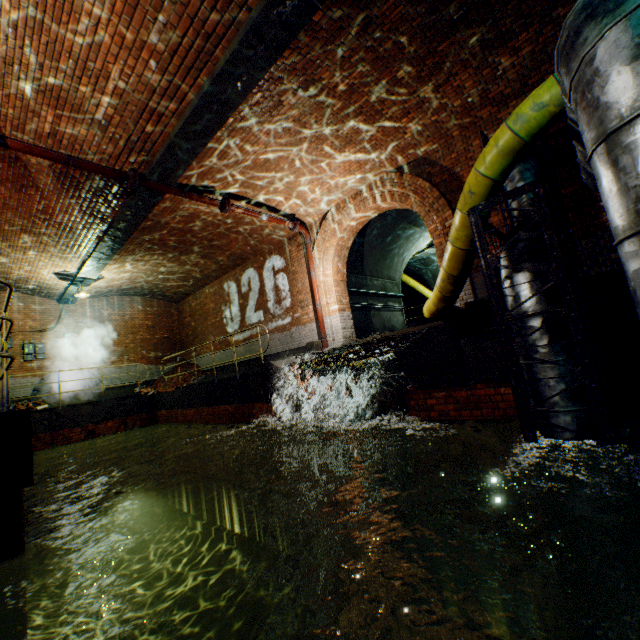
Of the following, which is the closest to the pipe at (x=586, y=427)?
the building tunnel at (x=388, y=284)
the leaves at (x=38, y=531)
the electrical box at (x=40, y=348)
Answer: the building tunnel at (x=388, y=284)

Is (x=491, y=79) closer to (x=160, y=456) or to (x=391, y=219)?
(x=391, y=219)

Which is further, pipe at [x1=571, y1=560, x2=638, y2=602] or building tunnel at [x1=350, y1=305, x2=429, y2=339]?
building tunnel at [x1=350, y1=305, x2=429, y2=339]

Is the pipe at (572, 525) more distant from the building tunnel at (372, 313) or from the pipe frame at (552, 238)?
the building tunnel at (372, 313)

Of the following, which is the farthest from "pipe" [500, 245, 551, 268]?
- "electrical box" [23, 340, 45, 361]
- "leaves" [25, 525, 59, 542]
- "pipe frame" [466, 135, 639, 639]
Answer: "electrical box" [23, 340, 45, 361]

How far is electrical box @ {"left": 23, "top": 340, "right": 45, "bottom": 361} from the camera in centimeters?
1210cm

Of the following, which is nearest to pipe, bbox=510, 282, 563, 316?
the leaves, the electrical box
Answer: the leaves

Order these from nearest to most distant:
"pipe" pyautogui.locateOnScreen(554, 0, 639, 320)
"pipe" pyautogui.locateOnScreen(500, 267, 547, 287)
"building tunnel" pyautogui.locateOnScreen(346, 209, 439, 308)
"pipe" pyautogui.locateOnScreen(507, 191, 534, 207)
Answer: "pipe" pyautogui.locateOnScreen(554, 0, 639, 320) → "pipe" pyautogui.locateOnScreen(500, 267, 547, 287) → "pipe" pyautogui.locateOnScreen(507, 191, 534, 207) → "building tunnel" pyautogui.locateOnScreen(346, 209, 439, 308)
